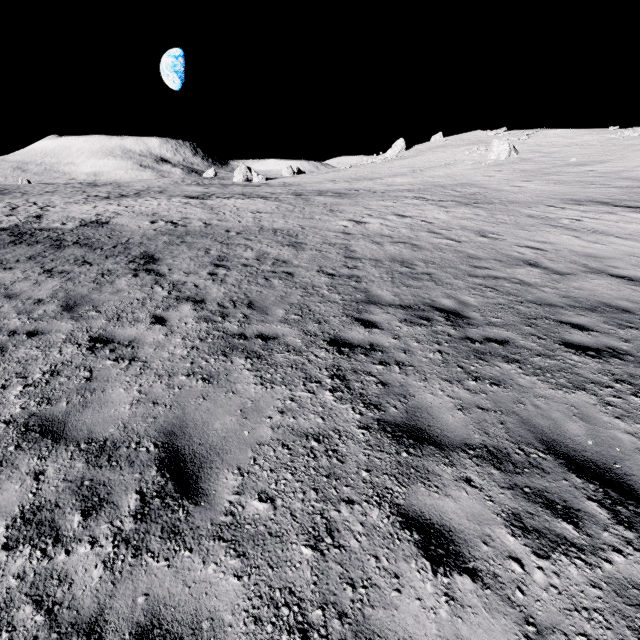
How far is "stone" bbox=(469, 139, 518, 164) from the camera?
39.1m

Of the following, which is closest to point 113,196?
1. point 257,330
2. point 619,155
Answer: point 257,330

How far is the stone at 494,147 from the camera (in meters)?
39.12
